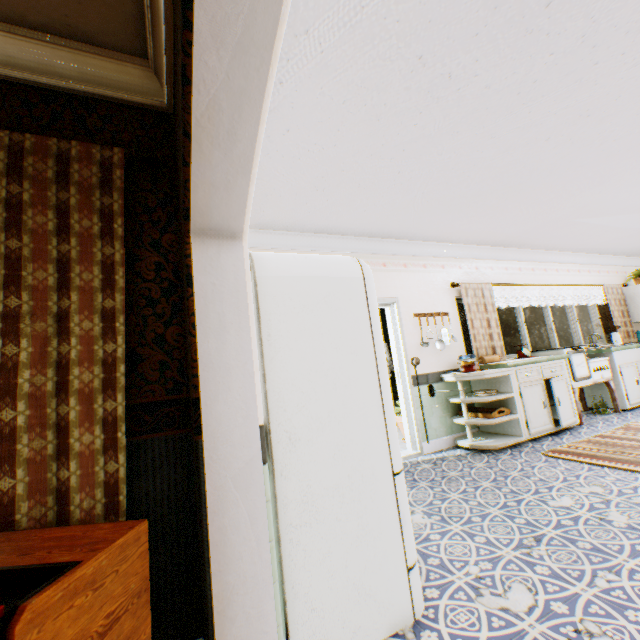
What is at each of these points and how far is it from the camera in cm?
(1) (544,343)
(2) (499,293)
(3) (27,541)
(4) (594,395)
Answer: (1) fence column, 2016
(2) building, 590
(3) dehumidifier, 106
(4) cabinet, 600

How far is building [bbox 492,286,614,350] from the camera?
6.1 meters

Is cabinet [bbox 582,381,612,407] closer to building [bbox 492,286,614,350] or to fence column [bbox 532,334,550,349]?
building [bbox 492,286,614,350]

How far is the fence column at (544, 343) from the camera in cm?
2005

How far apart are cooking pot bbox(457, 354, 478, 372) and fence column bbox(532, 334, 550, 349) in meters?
19.0

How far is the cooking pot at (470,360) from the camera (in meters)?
4.54

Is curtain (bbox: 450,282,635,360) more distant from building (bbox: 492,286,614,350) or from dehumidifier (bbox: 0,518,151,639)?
dehumidifier (bbox: 0,518,151,639)

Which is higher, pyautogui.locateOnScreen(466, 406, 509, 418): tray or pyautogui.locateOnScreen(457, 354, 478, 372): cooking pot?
pyautogui.locateOnScreen(457, 354, 478, 372): cooking pot
